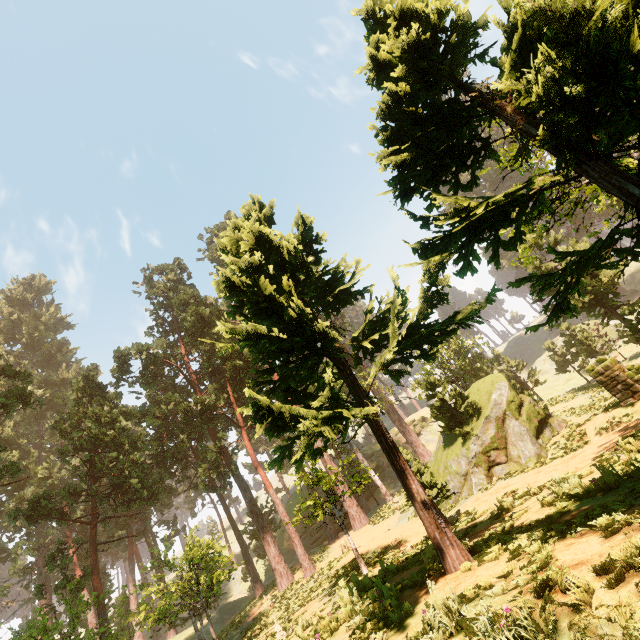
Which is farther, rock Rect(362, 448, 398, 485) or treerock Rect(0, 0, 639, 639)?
rock Rect(362, 448, 398, 485)

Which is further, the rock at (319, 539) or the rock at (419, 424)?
the rock at (419, 424)

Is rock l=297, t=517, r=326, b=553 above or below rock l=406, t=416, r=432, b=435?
below

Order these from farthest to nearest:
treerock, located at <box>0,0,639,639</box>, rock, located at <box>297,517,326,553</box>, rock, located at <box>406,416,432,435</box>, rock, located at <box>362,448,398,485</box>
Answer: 1. rock, located at <box>406,416,432,435</box>
2. rock, located at <box>362,448,398,485</box>
3. rock, located at <box>297,517,326,553</box>
4. treerock, located at <box>0,0,639,639</box>

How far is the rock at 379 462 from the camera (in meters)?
47.38

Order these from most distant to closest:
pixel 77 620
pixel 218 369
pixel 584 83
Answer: pixel 218 369
pixel 77 620
pixel 584 83

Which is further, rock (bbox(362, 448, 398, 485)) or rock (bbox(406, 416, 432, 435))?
rock (bbox(406, 416, 432, 435))
